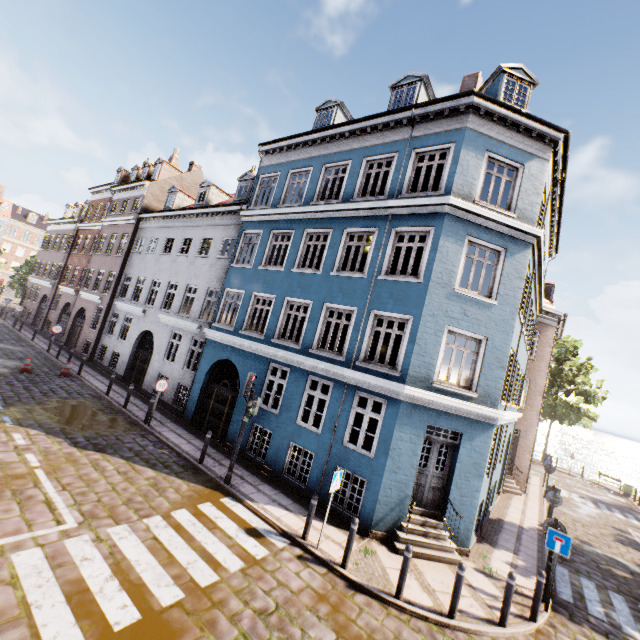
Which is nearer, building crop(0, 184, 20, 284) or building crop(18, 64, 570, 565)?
building crop(18, 64, 570, 565)

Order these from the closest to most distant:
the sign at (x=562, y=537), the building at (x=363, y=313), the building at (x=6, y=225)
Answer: the sign at (x=562, y=537) < the building at (x=363, y=313) < the building at (x=6, y=225)

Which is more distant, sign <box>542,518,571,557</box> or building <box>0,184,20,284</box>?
building <box>0,184,20,284</box>

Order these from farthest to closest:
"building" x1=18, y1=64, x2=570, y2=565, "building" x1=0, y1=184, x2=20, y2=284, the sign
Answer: "building" x1=0, y1=184, x2=20, y2=284 < "building" x1=18, y1=64, x2=570, y2=565 < the sign

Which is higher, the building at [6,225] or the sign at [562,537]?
the building at [6,225]

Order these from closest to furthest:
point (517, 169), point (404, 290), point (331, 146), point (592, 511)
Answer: point (404, 290) < point (517, 169) < point (331, 146) < point (592, 511)

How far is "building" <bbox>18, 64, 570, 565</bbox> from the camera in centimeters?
980cm

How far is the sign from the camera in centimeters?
794cm
